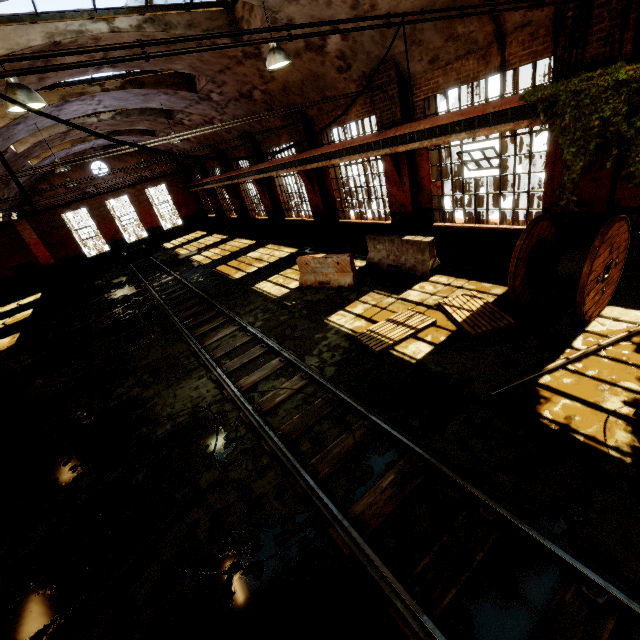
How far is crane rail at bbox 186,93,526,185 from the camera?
6.9m

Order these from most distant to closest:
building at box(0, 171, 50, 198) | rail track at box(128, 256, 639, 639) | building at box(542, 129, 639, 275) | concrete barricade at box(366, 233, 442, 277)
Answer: concrete barricade at box(366, 233, 442, 277) → building at box(542, 129, 639, 275) → rail track at box(128, 256, 639, 639) → building at box(0, 171, 50, 198)

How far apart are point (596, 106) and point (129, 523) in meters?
10.4 m

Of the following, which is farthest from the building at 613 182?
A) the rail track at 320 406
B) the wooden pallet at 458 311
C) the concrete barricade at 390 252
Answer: the rail track at 320 406

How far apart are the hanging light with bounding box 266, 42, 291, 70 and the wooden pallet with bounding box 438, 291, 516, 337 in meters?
6.1

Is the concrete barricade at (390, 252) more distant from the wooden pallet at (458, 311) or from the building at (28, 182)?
the wooden pallet at (458, 311)

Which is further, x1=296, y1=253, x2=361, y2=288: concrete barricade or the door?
the door

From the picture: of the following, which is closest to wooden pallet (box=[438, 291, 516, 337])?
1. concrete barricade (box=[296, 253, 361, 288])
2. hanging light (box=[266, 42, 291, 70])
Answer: concrete barricade (box=[296, 253, 361, 288])
